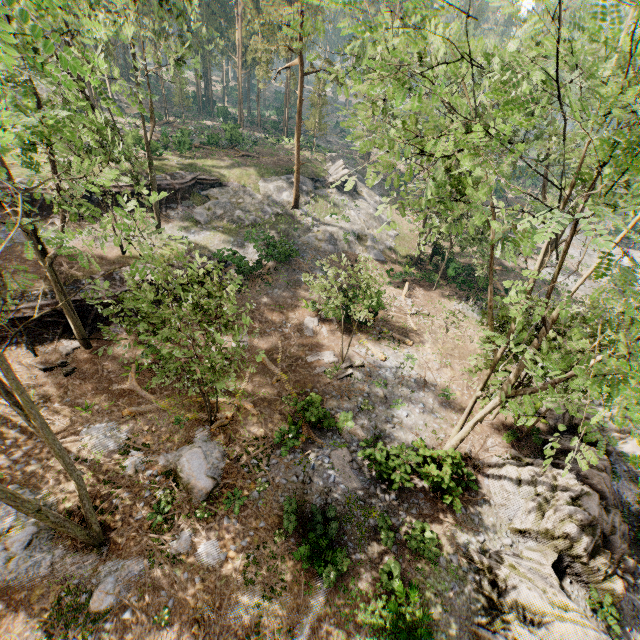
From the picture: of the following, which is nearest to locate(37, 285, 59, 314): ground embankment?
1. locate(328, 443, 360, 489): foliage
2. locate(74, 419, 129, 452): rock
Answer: locate(74, 419, 129, 452): rock

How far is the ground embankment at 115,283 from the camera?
20.6m

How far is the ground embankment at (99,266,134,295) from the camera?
20.6 meters

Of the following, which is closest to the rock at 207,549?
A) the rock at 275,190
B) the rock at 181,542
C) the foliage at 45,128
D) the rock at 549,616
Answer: the rock at 181,542

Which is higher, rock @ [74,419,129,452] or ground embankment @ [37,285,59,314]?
ground embankment @ [37,285,59,314]

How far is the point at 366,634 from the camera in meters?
11.0

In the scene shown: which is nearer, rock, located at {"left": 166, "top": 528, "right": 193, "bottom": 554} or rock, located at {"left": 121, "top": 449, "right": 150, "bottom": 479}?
rock, located at {"left": 166, "top": 528, "right": 193, "bottom": 554}

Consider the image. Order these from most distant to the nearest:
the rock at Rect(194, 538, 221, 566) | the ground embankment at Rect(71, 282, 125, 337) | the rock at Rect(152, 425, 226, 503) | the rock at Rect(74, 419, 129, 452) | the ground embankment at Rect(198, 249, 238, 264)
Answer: the ground embankment at Rect(198, 249, 238, 264) → the ground embankment at Rect(71, 282, 125, 337) → the rock at Rect(74, 419, 129, 452) → the rock at Rect(152, 425, 226, 503) → the rock at Rect(194, 538, 221, 566)
